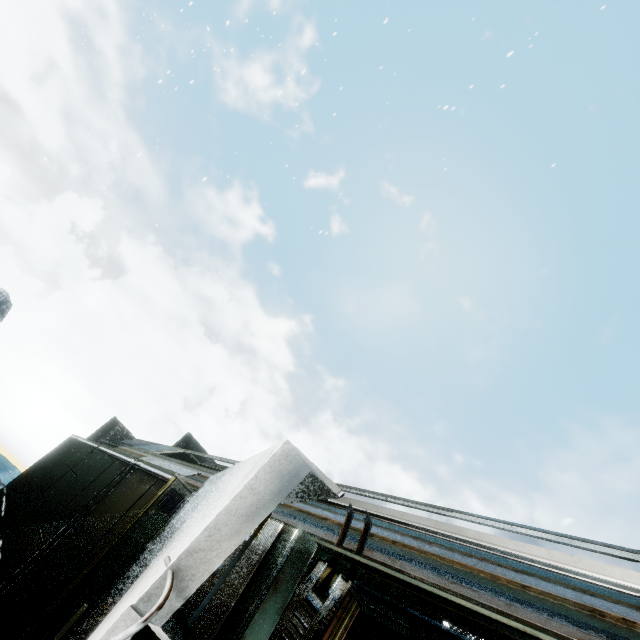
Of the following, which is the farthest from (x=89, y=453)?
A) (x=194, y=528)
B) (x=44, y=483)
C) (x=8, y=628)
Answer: (x=194, y=528)
